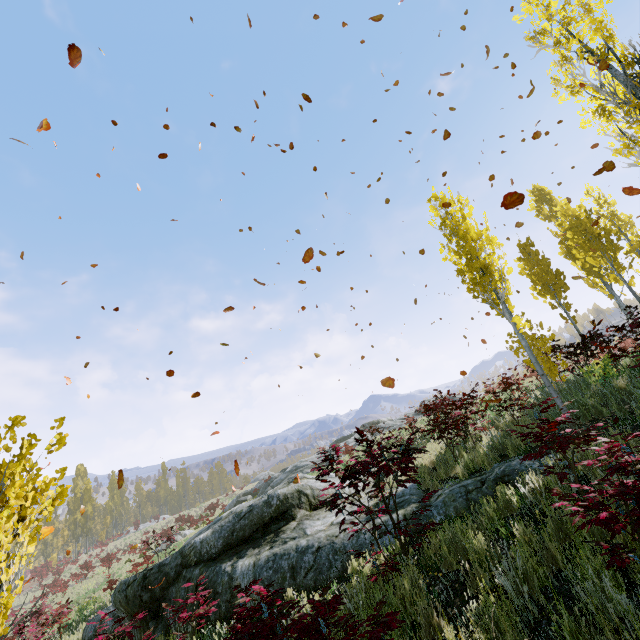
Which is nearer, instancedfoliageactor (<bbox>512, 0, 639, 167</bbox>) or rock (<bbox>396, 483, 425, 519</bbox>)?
rock (<bbox>396, 483, 425, 519</bbox>)

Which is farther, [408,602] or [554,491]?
[408,602]

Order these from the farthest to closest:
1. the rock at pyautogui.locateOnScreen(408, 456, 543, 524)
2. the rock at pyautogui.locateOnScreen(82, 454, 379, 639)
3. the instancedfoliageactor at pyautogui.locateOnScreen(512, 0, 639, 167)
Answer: the instancedfoliageactor at pyautogui.locateOnScreen(512, 0, 639, 167)
the rock at pyautogui.locateOnScreen(82, 454, 379, 639)
the rock at pyautogui.locateOnScreen(408, 456, 543, 524)

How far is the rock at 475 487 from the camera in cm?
518

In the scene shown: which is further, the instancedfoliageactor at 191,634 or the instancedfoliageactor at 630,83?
the instancedfoliageactor at 630,83

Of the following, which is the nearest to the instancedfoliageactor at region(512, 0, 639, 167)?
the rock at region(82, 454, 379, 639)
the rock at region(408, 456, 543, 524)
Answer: the rock at region(408, 456, 543, 524)
